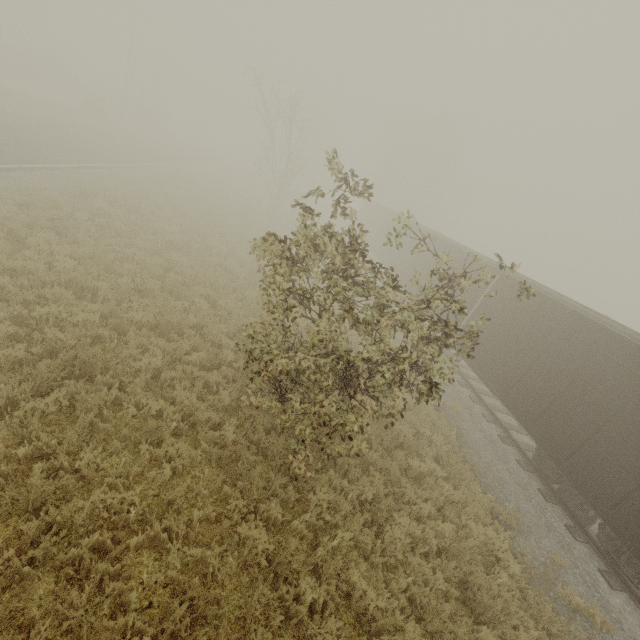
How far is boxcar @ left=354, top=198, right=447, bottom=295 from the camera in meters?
18.9

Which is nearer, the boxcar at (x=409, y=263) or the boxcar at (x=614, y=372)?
the boxcar at (x=614, y=372)

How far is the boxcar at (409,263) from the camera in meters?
18.9

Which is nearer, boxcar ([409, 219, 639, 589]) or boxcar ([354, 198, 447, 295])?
boxcar ([409, 219, 639, 589])

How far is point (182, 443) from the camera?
6.0m
